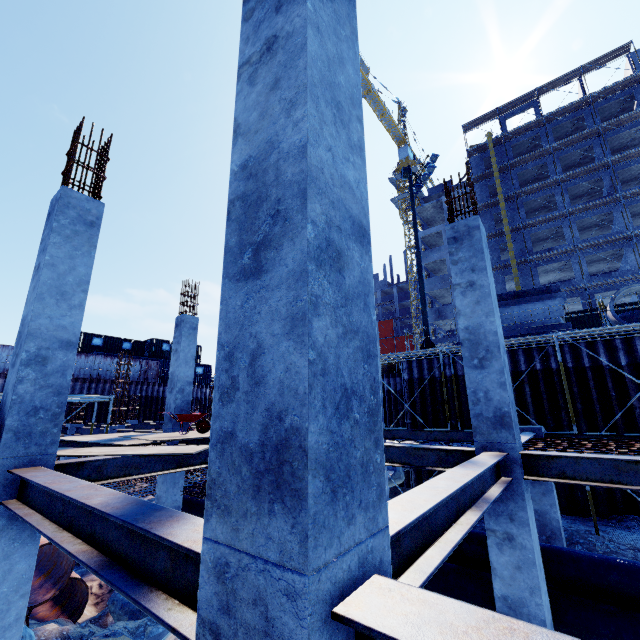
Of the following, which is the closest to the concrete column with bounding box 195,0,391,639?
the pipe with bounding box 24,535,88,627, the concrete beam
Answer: the pipe with bounding box 24,535,88,627

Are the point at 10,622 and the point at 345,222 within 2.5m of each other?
no

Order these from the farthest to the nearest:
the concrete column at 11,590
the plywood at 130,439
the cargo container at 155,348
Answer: the cargo container at 155,348, the plywood at 130,439, the concrete column at 11,590

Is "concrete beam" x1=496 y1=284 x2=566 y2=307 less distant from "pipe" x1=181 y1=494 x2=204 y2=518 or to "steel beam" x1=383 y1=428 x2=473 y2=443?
"steel beam" x1=383 y1=428 x2=473 y2=443

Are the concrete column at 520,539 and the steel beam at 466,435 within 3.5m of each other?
no

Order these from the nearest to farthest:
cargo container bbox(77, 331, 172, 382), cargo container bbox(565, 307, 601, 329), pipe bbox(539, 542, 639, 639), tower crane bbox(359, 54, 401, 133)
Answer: pipe bbox(539, 542, 639, 639)
cargo container bbox(565, 307, 601, 329)
cargo container bbox(77, 331, 172, 382)
tower crane bbox(359, 54, 401, 133)

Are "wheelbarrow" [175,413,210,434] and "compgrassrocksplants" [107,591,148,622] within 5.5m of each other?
yes

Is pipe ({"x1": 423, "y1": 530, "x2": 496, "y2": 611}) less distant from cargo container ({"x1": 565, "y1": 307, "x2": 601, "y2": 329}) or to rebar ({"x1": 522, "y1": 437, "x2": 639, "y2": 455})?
rebar ({"x1": 522, "y1": 437, "x2": 639, "y2": 455})
